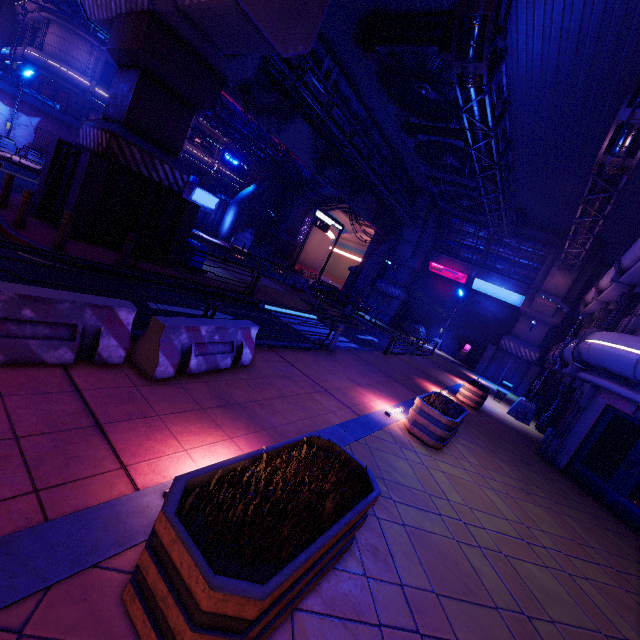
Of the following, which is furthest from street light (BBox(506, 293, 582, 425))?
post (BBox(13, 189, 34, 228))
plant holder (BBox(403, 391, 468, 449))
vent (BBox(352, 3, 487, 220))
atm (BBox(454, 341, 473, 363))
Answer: post (BBox(13, 189, 34, 228))

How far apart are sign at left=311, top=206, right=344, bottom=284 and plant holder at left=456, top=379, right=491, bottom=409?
19.75m

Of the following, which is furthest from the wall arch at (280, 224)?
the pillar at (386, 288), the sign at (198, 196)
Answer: the sign at (198, 196)

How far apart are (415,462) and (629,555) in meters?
5.1 m

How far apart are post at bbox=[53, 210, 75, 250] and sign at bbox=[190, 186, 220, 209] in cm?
3173

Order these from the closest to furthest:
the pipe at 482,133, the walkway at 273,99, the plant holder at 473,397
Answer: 1. the pipe at 482,133
2. the plant holder at 473,397
3. the walkway at 273,99

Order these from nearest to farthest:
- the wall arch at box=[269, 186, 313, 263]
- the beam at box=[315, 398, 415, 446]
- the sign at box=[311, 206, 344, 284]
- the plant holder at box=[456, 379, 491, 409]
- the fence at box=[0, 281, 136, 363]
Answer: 1. the fence at box=[0, 281, 136, 363]
2. the beam at box=[315, 398, 415, 446]
3. the plant holder at box=[456, 379, 491, 409]
4. the sign at box=[311, 206, 344, 284]
5. the wall arch at box=[269, 186, 313, 263]

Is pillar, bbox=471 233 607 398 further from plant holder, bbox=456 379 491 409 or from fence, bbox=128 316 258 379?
fence, bbox=128 316 258 379
